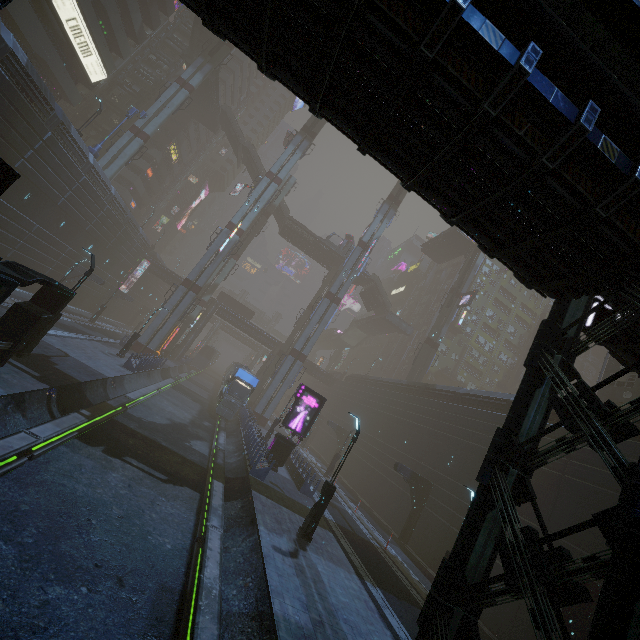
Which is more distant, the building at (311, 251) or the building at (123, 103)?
the building at (311, 251)

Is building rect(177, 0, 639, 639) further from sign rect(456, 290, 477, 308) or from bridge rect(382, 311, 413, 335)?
bridge rect(382, 311, 413, 335)

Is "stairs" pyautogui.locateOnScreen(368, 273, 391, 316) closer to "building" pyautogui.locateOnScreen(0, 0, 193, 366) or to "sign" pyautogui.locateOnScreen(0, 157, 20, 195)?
"building" pyautogui.locateOnScreen(0, 0, 193, 366)

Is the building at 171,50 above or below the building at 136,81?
above

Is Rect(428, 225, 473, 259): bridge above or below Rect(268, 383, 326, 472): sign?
above

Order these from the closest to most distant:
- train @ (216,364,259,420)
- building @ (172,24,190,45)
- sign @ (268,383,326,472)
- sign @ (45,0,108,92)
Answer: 1. sign @ (268,383,326,472)
2. sign @ (45,0,108,92)
3. train @ (216,364,259,420)
4. building @ (172,24,190,45)

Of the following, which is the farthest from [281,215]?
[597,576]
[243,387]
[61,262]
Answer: [597,576]

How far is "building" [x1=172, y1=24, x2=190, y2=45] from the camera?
53.7 meters
